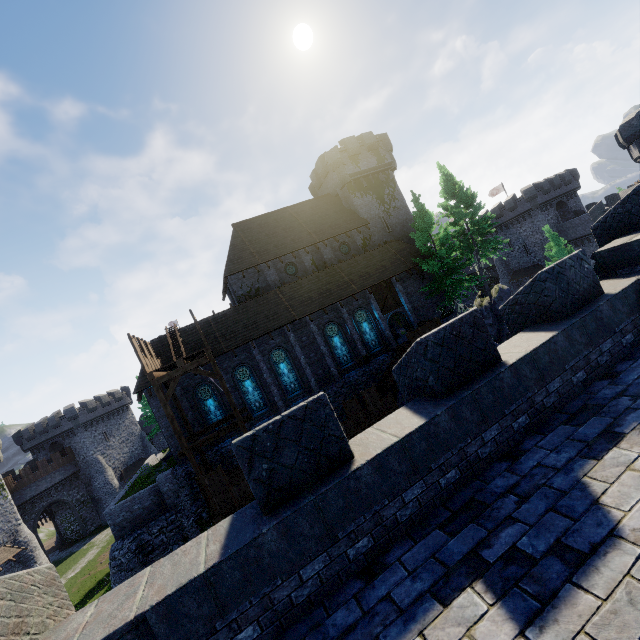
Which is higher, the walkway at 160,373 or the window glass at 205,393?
the walkway at 160,373

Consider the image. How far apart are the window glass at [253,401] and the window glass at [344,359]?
6.5m

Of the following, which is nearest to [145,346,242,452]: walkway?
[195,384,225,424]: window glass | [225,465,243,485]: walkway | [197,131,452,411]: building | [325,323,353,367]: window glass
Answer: [197,131,452,411]: building

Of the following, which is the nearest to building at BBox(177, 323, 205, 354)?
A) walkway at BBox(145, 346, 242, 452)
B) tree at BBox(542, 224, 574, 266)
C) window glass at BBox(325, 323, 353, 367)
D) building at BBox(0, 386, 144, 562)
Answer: walkway at BBox(145, 346, 242, 452)

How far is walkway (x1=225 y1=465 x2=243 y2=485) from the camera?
19.80m

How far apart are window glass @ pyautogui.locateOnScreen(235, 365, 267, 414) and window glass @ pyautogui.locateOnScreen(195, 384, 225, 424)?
1.5 meters

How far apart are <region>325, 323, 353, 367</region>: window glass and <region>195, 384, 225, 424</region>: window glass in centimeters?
952cm

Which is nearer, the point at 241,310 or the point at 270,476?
the point at 270,476
